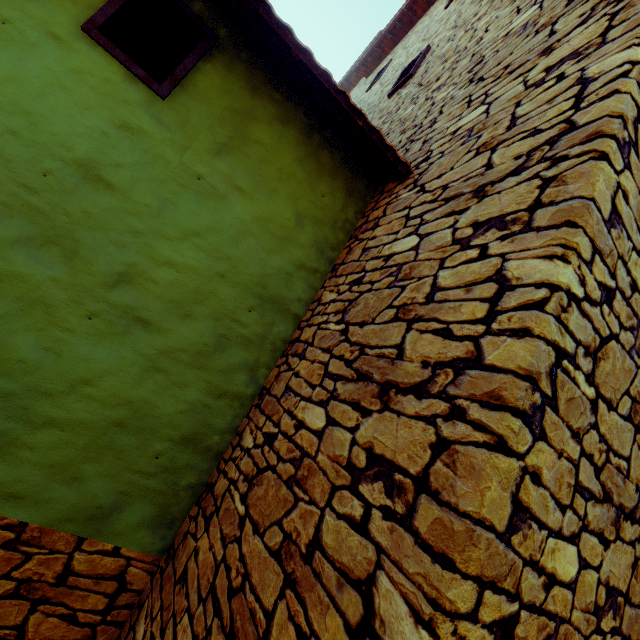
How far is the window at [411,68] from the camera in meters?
4.9

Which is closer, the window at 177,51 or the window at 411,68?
the window at 177,51

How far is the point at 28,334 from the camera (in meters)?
1.96

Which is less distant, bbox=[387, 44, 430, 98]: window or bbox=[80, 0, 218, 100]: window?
bbox=[80, 0, 218, 100]: window

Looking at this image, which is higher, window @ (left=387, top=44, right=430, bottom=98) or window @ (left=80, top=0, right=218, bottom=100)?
window @ (left=387, top=44, right=430, bottom=98)

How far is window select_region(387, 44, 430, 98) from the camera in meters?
4.9
